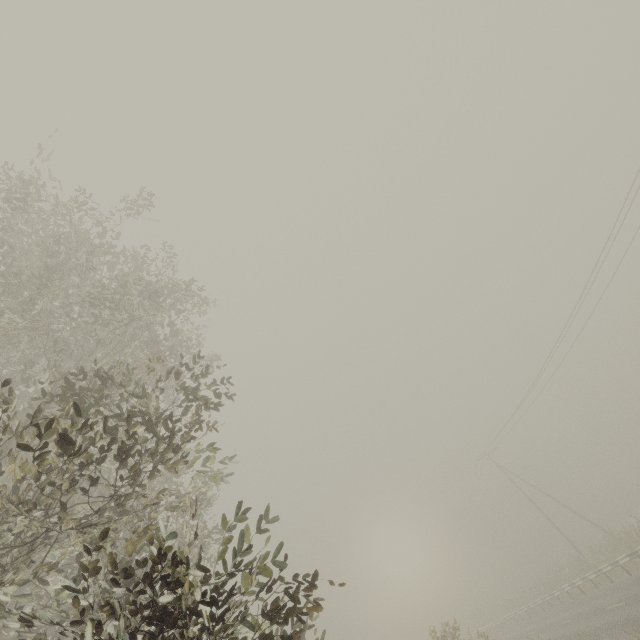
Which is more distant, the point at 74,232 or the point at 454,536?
the point at 454,536
